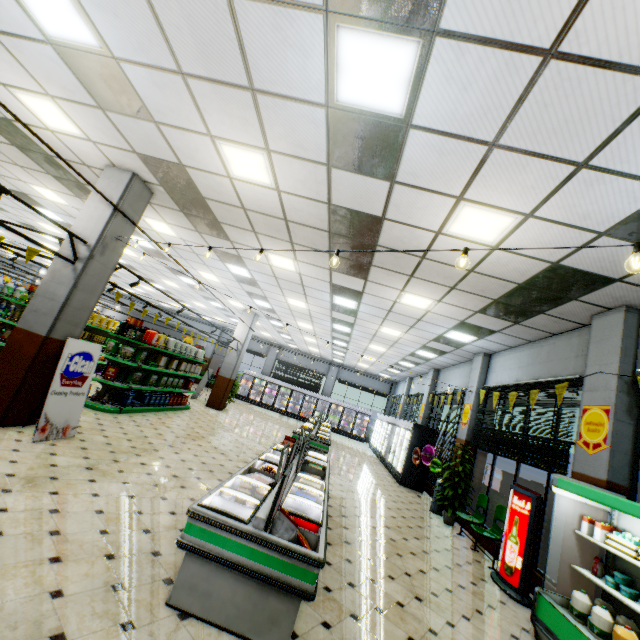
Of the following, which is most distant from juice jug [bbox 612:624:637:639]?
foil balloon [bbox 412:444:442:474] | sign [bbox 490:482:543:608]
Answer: foil balloon [bbox 412:444:442:474]

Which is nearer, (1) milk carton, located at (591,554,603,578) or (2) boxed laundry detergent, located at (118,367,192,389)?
(1) milk carton, located at (591,554,603,578)

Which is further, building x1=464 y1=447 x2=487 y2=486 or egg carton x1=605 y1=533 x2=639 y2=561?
building x1=464 y1=447 x2=487 y2=486

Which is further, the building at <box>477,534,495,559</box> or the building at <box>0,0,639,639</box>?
the building at <box>477,534,495,559</box>

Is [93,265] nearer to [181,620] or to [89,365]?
[89,365]

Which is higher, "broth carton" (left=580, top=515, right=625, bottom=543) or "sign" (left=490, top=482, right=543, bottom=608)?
"broth carton" (left=580, top=515, right=625, bottom=543)

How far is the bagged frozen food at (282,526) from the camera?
2.9m

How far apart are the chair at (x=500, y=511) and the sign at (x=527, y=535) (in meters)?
0.24
